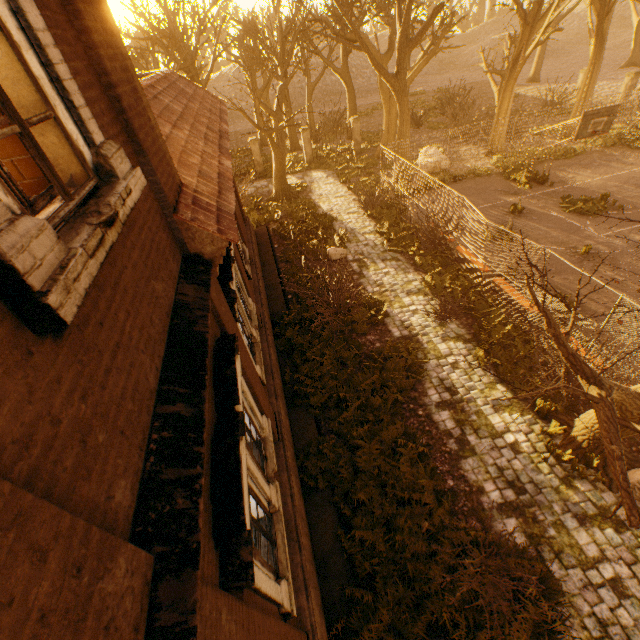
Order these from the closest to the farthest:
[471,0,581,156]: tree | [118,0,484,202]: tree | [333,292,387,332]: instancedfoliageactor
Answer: [333,292,387,332]: instancedfoliageactor < [118,0,484,202]: tree < [471,0,581,156]: tree

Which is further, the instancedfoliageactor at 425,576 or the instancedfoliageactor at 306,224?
the instancedfoliageactor at 306,224

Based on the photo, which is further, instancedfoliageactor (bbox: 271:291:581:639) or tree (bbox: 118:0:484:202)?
tree (bbox: 118:0:484:202)

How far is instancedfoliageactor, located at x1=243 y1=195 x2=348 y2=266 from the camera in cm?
1534

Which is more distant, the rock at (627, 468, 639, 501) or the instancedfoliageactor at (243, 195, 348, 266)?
the instancedfoliageactor at (243, 195, 348, 266)

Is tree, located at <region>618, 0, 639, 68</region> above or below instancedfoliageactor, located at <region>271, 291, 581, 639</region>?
above

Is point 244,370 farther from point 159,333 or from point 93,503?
point 93,503

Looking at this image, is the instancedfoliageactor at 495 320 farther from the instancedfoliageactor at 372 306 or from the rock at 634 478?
the rock at 634 478
